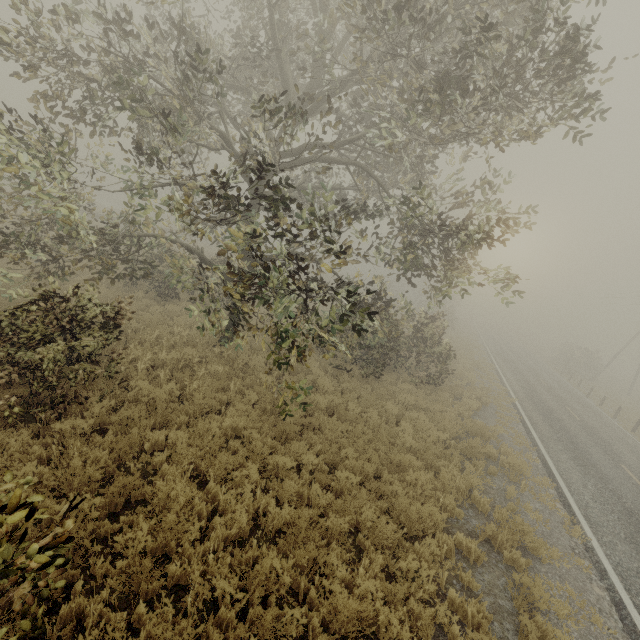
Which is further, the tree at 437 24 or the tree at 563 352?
the tree at 563 352

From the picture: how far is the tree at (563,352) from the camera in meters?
35.7

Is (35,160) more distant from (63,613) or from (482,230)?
(482,230)

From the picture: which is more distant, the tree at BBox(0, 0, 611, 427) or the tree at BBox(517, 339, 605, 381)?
the tree at BBox(517, 339, 605, 381)

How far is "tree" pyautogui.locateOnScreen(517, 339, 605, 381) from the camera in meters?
35.7
